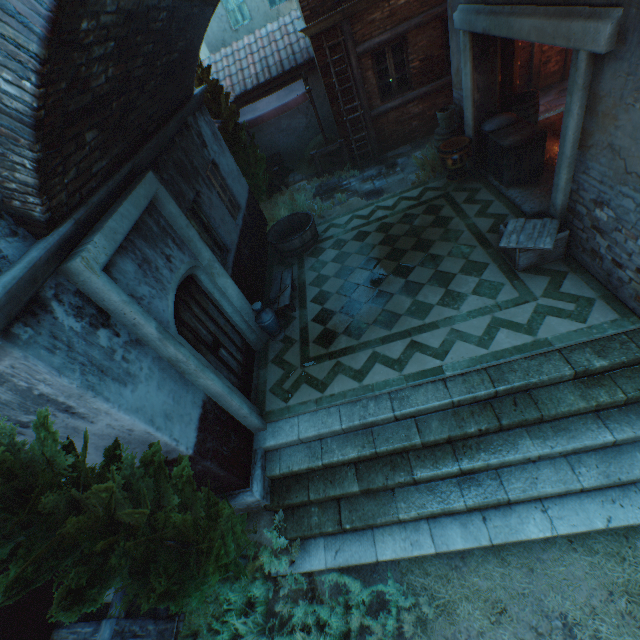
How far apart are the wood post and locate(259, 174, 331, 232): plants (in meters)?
7.51

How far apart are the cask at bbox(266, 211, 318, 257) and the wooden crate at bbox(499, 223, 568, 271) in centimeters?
442cm

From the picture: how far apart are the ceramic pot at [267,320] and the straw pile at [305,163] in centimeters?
770cm

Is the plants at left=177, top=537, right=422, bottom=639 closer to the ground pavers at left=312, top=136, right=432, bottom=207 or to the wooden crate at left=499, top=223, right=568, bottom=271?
the wooden crate at left=499, top=223, right=568, bottom=271

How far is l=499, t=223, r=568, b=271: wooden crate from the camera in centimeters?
525cm

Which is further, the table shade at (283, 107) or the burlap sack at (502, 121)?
the table shade at (283, 107)

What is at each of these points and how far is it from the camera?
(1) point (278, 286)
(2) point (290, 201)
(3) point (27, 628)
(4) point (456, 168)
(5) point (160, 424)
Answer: (1) table, 7.30m
(2) plants, 10.88m
(3) building, 4.30m
(4) ceramic pot, 8.09m
(5) building, 3.62m

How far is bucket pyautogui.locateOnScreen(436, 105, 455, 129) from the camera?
8.02m
